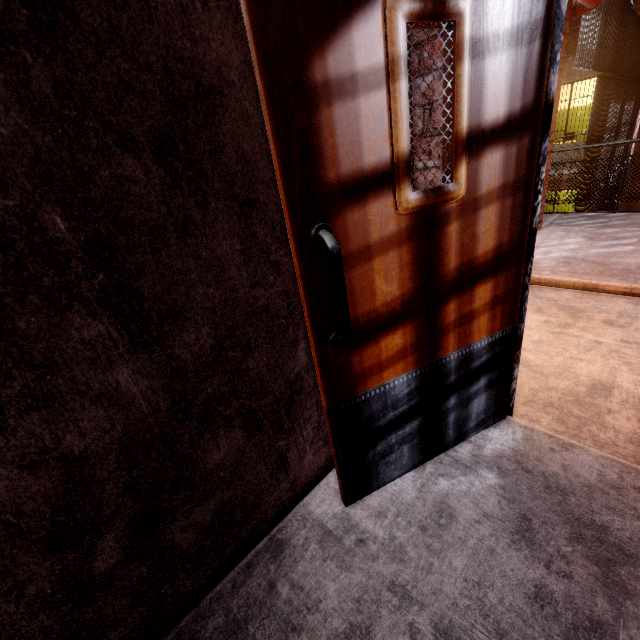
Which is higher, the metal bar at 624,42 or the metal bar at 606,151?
the metal bar at 624,42

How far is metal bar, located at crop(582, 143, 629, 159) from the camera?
5.8m

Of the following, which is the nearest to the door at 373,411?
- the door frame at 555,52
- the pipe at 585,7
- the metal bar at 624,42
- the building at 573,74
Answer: the door frame at 555,52

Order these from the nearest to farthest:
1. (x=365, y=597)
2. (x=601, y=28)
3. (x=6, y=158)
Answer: (x=6, y=158) < (x=365, y=597) < (x=601, y=28)

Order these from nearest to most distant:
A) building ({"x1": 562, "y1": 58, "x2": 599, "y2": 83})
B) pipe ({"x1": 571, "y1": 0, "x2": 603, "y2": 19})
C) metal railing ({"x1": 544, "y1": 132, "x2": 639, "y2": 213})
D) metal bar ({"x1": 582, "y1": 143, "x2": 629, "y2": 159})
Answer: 1. pipe ({"x1": 571, "y1": 0, "x2": 603, "y2": 19})
2. metal railing ({"x1": 544, "y1": 132, "x2": 639, "y2": 213})
3. metal bar ({"x1": 582, "y1": 143, "x2": 629, "y2": 159})
4. building ({"x1": 562, "y1": 58, "x2": 599, "y2": 83})

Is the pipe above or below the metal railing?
above

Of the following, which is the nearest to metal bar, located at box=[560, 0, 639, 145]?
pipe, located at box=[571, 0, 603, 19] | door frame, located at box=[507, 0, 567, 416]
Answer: pipe, located at box=[571, 0, 603, 19]

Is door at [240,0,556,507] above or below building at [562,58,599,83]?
below
